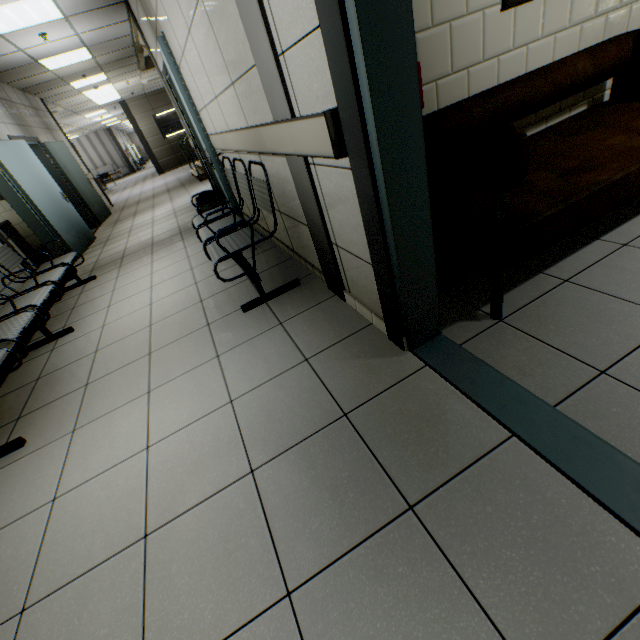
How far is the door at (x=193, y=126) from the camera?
3.10m

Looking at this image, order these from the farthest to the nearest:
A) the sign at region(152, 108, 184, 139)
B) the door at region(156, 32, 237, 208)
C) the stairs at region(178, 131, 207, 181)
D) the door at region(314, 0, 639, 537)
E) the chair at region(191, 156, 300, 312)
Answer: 1. the sign at region(152, 108, 184, 139)
2. the stairs at region(178, 131, 207, 181)
3. the door at region(156, 32, 237, 208)
4. the chair at region(191, 156, 300, 312)
5. the door at region(314, 0, 639, 537)

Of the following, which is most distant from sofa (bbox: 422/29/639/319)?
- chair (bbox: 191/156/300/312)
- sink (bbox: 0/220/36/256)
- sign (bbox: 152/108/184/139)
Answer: sign (bbox: 152/108/184/139)

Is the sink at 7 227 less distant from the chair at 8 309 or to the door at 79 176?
the door at 79 176

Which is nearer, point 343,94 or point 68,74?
point 343,94

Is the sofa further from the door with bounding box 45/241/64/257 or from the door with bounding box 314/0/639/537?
the door with bounding box 45/241/64/257

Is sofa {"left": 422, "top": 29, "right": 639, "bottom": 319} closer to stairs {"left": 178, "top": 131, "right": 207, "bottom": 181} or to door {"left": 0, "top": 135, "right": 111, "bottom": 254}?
door {"left": 0, "top": 135, "right": 111, "bottom": 254}

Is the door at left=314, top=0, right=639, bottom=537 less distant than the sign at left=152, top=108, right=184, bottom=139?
Yes
